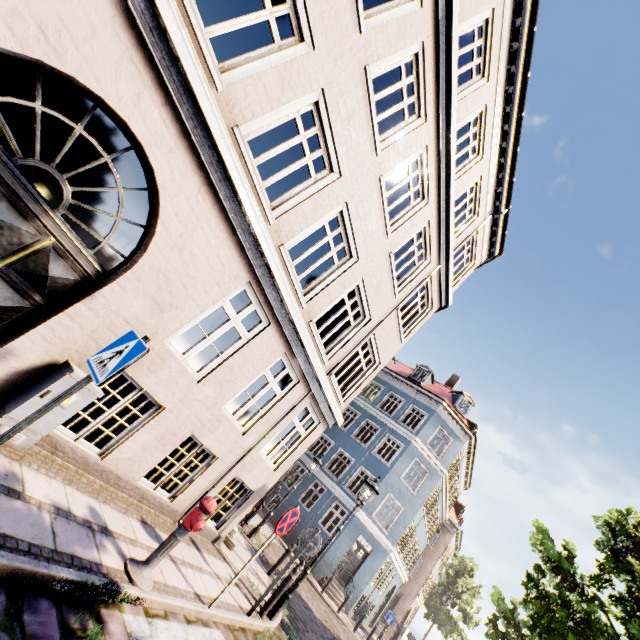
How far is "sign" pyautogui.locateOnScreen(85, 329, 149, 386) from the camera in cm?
279

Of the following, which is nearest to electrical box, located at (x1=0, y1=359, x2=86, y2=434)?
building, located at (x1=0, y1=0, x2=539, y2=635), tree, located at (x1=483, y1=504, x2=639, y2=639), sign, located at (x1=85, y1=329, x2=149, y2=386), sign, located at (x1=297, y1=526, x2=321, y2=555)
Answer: Result: building, located at (x1=0, y1=0, x2=539, y2=635)

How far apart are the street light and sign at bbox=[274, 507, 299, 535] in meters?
2.7 m

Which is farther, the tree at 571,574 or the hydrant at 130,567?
the tree at 571,574

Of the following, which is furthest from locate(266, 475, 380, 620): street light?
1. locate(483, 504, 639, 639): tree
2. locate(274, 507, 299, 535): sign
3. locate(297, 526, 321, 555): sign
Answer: locate(483, 504, 639, 639): tree

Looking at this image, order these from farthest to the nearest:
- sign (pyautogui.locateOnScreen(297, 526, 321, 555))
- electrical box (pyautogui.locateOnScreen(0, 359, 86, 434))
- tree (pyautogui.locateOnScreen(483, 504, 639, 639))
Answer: tree (pyautogui.locateOnScreen(483, 504, 639, 639)) → sign (pyautogui.locateOnScreen(297, 526, 321, 555)) → electrical box (pyautogui.locateOnScreen(0, 359, 86, 434))

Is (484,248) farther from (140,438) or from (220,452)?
(140,438)

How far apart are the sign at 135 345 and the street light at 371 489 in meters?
7.4
